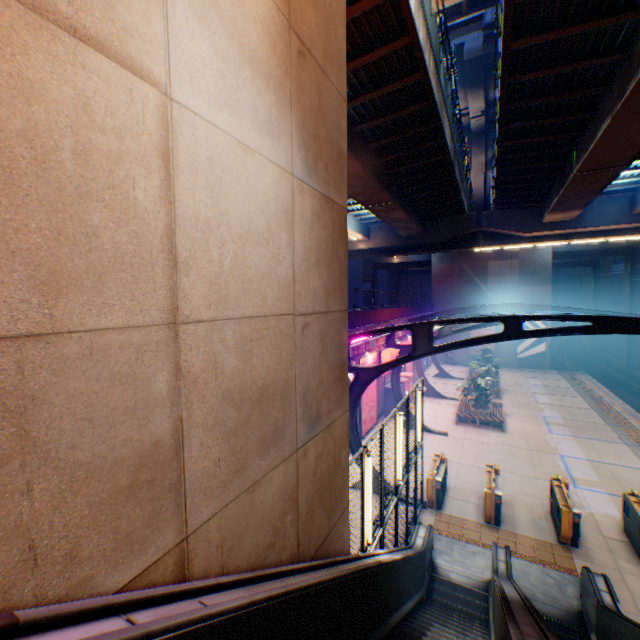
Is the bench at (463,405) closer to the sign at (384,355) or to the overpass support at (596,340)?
the sign at (384,355)

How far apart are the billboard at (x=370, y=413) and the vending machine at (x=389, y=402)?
1.55m

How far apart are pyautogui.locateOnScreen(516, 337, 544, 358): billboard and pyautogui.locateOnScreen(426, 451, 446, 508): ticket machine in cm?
2743

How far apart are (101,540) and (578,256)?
47.82m

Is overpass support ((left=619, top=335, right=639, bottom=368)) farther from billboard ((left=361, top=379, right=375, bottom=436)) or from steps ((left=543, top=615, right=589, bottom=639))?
billboard ((left=361, top=379, right=375, bottom=436))

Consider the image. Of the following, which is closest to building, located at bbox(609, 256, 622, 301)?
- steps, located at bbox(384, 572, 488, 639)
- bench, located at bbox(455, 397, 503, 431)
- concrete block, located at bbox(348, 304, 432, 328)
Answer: bench, located at bbox(455, 397, 503, 431)

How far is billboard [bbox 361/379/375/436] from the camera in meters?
17.5

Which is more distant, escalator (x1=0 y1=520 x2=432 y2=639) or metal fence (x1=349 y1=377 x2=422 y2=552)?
metal fence (x1=349 y1=377 x2=422 y2=552)
